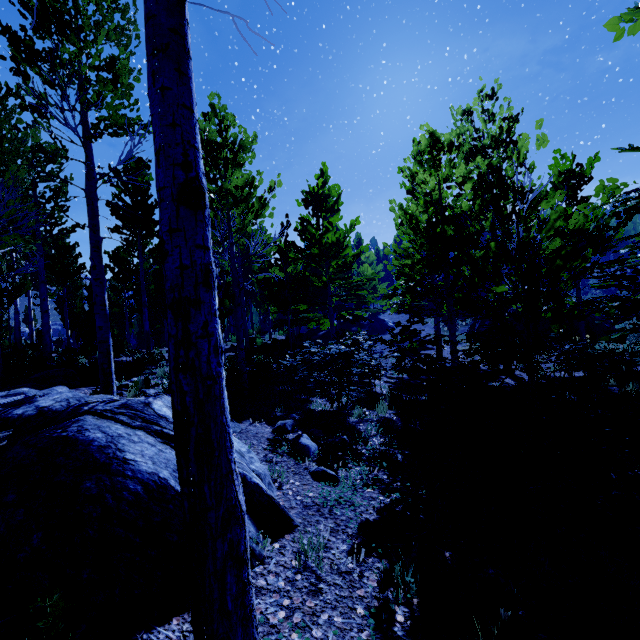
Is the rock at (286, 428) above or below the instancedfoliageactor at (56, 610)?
below

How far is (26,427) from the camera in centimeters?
319cm

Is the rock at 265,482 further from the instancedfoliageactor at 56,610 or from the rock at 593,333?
the rock at 593,333

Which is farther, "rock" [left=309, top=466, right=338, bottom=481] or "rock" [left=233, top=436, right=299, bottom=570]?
"rock" [left=309, top=466, right=338, bottom=481]

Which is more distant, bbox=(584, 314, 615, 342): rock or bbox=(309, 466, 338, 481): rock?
bbox=(584, 314, 615, 342): rock

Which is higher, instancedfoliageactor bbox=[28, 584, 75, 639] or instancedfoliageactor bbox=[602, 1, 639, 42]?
instancedfoliageactor bbox=[602, 1, 639, 42]

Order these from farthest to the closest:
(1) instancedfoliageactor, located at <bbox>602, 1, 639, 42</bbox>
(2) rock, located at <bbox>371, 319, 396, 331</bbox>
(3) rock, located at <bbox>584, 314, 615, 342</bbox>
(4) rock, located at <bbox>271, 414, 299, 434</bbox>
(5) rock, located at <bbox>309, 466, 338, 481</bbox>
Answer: (2) rock, located at <bbox>371, 319, 396, 331</bbox>, (3) rock, located at <bbox>584, 314, 615, 342</bbox>, (4) rock, located at <bbox>271, 414, 299, 434</bbox>, (5) rock, located at <bbox>309, 466, 338, 481</bbox>, (1) instancedfoliageactor, located at <bbox>602, 1, 639, 42</bbox>

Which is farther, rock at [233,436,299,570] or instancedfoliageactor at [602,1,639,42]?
rock at [233,436,299,570]
